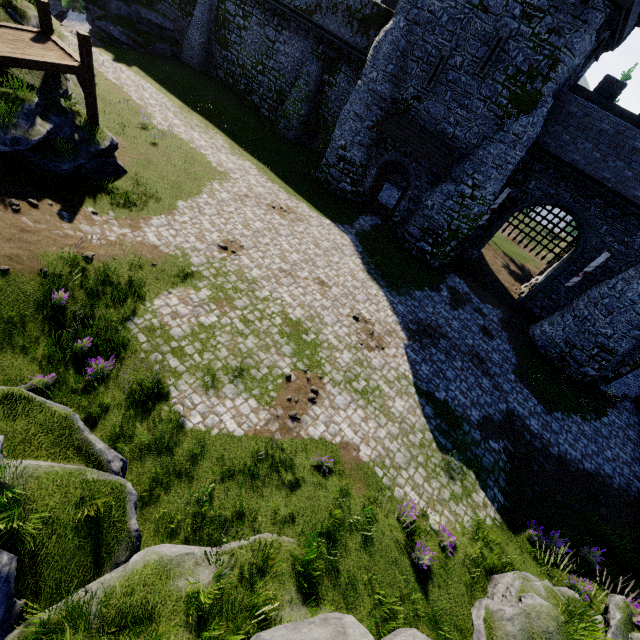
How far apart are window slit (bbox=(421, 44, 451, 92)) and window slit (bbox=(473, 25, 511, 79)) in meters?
1.6

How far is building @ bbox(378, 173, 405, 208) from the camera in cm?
2726

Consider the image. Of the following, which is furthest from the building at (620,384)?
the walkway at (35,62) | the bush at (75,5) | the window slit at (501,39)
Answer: the bush at (75,5)

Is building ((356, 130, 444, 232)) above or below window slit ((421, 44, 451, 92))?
below

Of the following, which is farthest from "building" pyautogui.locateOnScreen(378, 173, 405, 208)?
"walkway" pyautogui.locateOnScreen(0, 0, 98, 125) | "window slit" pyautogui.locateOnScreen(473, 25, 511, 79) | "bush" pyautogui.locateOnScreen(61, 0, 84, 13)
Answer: "bush" pyautogui.locateOnScreen(61, 0, 84, 13)

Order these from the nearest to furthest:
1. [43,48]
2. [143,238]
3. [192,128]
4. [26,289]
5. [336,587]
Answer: [336,587] → [26,289] → [43,48] → [143,238] → [192,128]

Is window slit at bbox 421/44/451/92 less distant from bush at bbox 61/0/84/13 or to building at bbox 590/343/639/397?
building at bbox 590/343/639/397

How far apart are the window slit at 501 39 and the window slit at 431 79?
1.56m
